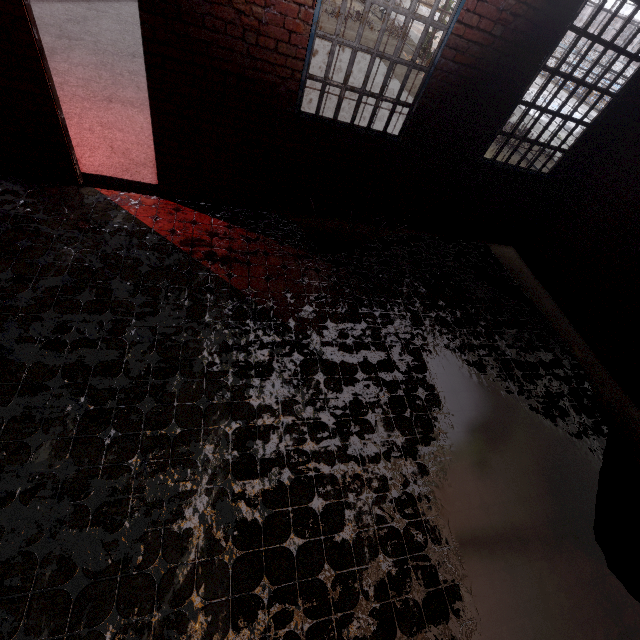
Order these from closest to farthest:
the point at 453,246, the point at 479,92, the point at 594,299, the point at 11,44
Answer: the point at 11,44
the point at 479,92
the point at 594,299
the point at 453,246
